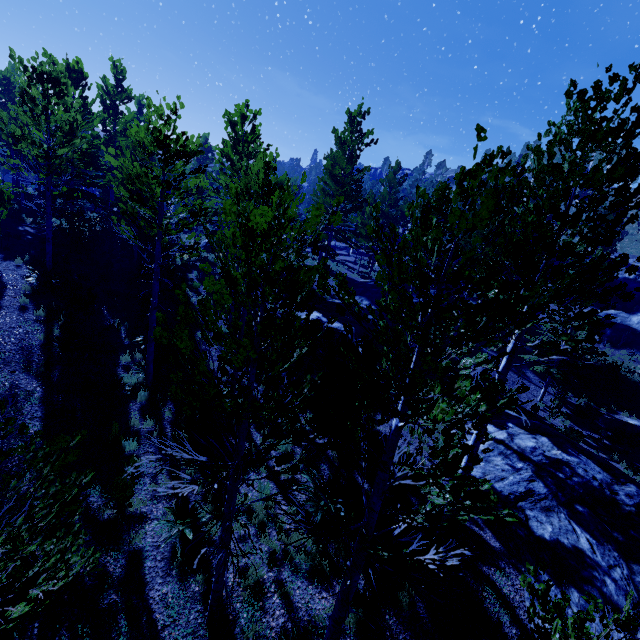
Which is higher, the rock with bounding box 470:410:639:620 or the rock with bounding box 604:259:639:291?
the rock with bounding box 604:259:639:291

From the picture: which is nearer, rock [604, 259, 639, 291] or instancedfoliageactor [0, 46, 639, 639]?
instancedfoliageactor [0, 46, 639, 639]

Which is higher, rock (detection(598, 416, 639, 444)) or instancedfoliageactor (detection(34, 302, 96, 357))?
instancedfoliageactor (detection(34, 302, 96, 357))

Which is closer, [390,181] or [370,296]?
[370,296]

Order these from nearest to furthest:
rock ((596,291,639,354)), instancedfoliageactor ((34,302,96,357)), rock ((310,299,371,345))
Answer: instancedfoliageactor ((34,302,96,357)) → rock ((310,299,371,345)) → rock ((596,291,639,354))

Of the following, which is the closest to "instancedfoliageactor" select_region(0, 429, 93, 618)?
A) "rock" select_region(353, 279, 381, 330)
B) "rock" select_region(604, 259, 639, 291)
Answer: "rock" select_region(353, 279, 381, 330)

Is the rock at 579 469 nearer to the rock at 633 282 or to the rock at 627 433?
the rock at 627 433

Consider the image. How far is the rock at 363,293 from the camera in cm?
1988
